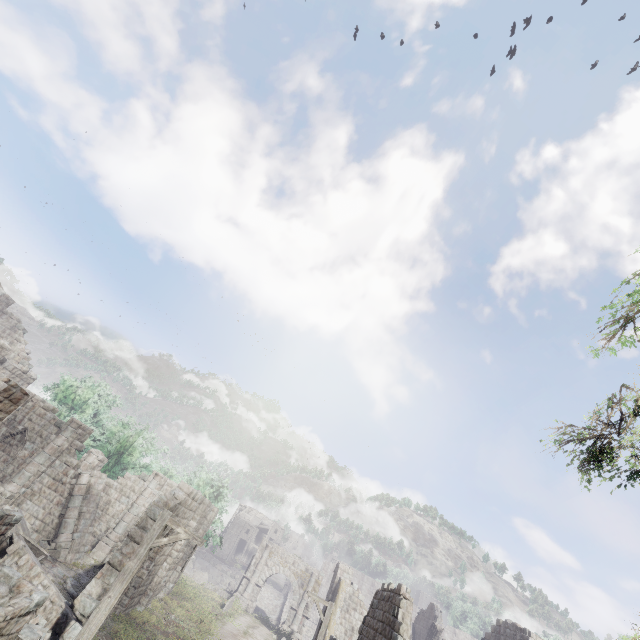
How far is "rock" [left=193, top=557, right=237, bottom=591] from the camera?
52.3 meters

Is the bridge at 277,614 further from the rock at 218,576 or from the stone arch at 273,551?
the stone arch at 273,551

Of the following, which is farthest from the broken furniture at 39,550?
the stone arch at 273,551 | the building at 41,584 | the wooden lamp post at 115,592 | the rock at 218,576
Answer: the rock at 218,576

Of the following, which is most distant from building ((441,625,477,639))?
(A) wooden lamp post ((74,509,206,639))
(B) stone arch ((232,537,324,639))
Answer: (A) wooden lamp post ((74,509,206,639))

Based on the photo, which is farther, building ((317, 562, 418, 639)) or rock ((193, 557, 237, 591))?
rock ((193, 557, 237, 591))

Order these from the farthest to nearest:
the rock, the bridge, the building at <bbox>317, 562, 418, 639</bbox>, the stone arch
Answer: the rock
the bridge
the stone arch
the building at <bbox>317, 562, 418, 639</bbox>

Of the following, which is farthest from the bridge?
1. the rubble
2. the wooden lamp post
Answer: the wooden lamp post

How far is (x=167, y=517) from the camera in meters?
9.3 m
